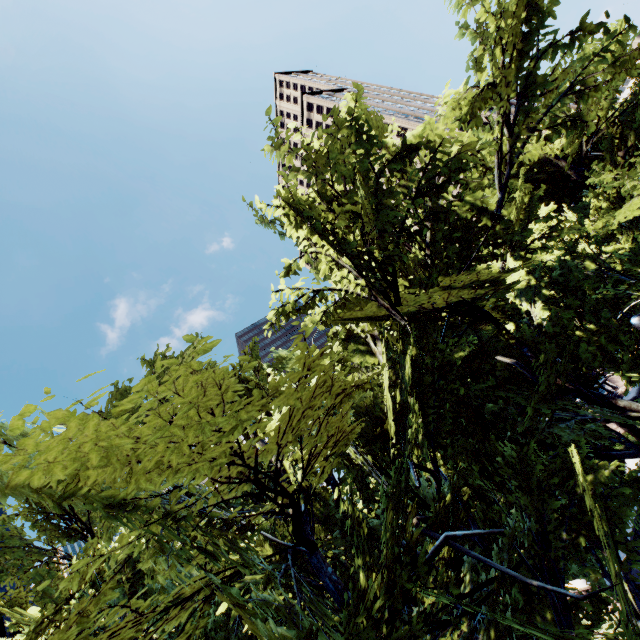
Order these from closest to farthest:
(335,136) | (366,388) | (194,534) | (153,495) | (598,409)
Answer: (153,495), (366,388), (335,136), (194,534), (598,409)
